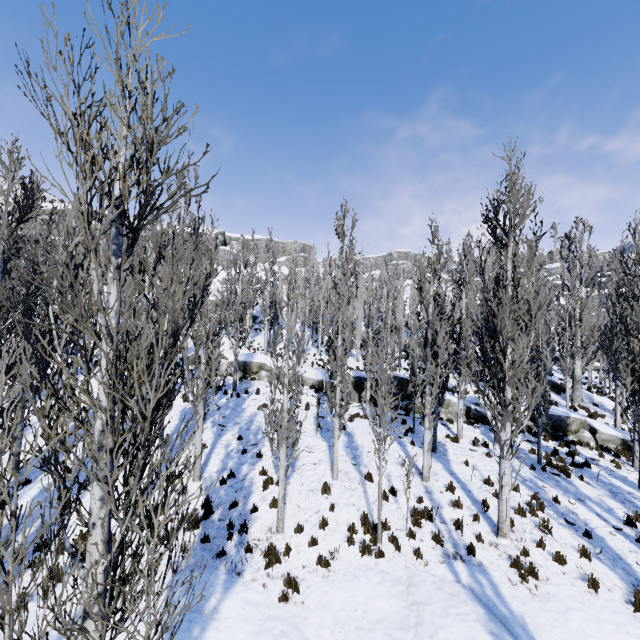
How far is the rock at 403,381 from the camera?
18.6m

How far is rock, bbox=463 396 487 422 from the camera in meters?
18.0 m

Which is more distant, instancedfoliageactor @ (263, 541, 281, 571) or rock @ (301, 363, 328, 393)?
rock @ (301, 363, 328, 393)

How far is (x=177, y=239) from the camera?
3.6m

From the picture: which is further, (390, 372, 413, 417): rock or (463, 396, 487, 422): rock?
(390, 372, 413, 417): rock

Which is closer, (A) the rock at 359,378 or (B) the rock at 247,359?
(A) the rock at 359,378
